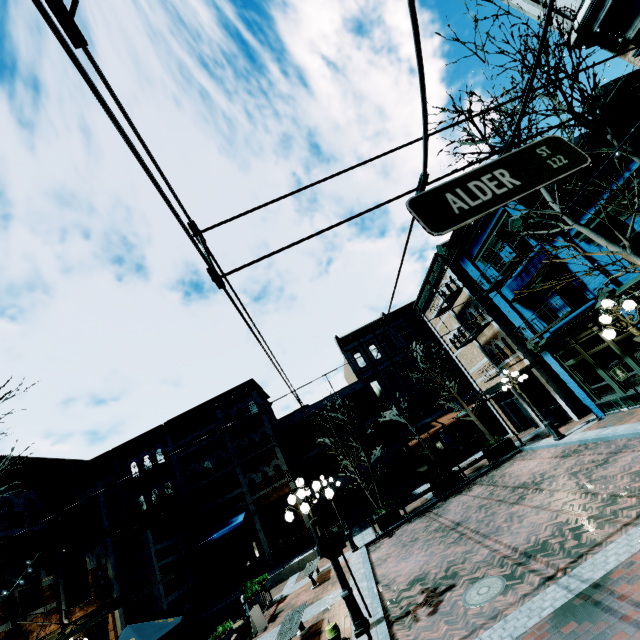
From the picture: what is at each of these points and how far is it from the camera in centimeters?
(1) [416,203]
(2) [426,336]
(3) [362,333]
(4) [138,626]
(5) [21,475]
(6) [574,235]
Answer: (1) sign, 286cm
(2) building, 2988cm
(3) building, 3020cm
(4) table, 900cm
(5) building, 1302cm
(6) building, 1195cm

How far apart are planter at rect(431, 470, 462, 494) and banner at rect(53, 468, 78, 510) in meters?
15.8

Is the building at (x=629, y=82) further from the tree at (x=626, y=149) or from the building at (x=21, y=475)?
the building at (x=21, y=475)

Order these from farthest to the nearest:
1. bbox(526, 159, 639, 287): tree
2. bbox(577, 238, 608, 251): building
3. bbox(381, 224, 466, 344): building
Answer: bbox(381, 224, 466, 344): building < bbox(577, 238, 608, 251): building < bbox(526, 159, 639, 287): tree

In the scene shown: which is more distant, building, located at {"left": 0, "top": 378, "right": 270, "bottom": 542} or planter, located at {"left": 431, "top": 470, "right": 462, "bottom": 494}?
planter, located at {"left": 431, "top": 470, "right": 462, "bottom": 494}

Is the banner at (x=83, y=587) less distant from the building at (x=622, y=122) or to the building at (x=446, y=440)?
the building at (x=446, y=440)

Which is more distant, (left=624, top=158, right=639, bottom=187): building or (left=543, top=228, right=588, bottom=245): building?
(left=543, top=228, right=588, bottom=245): building

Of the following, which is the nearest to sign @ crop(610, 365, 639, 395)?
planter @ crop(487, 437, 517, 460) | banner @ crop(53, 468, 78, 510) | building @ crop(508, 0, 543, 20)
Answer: building @ crop(508, 0, 543, 20)
